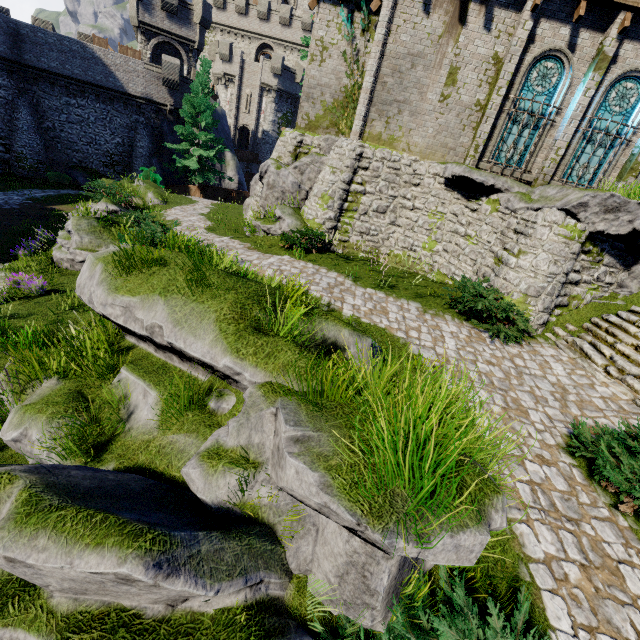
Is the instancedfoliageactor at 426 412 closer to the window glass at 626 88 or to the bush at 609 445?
the bush at 609 445

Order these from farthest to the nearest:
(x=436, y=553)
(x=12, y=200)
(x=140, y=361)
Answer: (x=12, y=200) → (x=140, y=361) → (x=436, y=553)

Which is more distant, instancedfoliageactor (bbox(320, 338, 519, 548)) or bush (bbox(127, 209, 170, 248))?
bush (bbox(127, 209, 170, 248))

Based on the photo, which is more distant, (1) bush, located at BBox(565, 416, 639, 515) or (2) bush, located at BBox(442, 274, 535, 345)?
(2) bush, located at BBox(442, 274, 535, 345)

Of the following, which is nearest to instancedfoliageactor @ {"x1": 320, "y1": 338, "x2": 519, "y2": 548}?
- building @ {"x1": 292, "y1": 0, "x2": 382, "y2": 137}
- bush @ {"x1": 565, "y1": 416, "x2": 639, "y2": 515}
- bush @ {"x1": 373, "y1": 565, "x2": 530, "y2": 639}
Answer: bush @ {"x1": 373, "y1": 565, "x2": 530, "y2": 639}

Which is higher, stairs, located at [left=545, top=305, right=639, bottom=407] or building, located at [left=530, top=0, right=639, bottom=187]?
building, located at [left=530, top=0, right=639, bottom=187]

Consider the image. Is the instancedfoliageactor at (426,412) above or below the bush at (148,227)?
above

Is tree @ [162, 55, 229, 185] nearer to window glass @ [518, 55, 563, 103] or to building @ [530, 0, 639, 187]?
building @ [530, 0, 639, 187]
